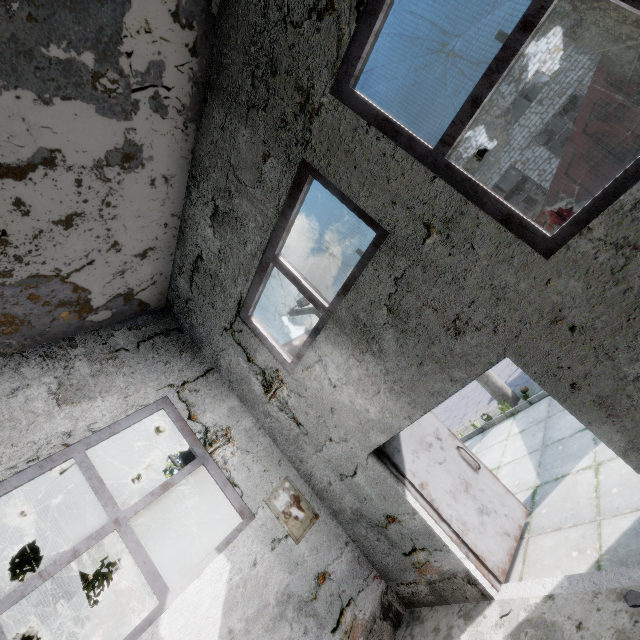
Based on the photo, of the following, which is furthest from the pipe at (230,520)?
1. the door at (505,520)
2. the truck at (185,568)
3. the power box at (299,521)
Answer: the truck at (185,568)

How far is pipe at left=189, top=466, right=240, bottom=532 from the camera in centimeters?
644cm

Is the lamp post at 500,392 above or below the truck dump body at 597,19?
below

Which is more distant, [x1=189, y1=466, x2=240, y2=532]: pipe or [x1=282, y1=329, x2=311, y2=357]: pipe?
[x1=282, y1=329, x2=311, y2=357]: pipe

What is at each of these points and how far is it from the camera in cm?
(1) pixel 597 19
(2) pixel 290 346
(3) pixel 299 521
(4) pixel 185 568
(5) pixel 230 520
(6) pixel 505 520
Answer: (1) truck dump body, 658
(2) pipe, 873
(3) power box, 517
(4) truck, 4478
(5) pipe, 643
(6) door, 449

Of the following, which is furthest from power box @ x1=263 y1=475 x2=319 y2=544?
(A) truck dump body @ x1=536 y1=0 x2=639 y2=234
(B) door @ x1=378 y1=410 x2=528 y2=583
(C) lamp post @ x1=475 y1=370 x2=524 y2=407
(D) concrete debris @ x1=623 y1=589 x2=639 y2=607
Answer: (A) truck dump body @ x1=536 y1=0 x2=639 y2=234

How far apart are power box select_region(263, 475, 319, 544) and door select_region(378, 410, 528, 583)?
1.8m
